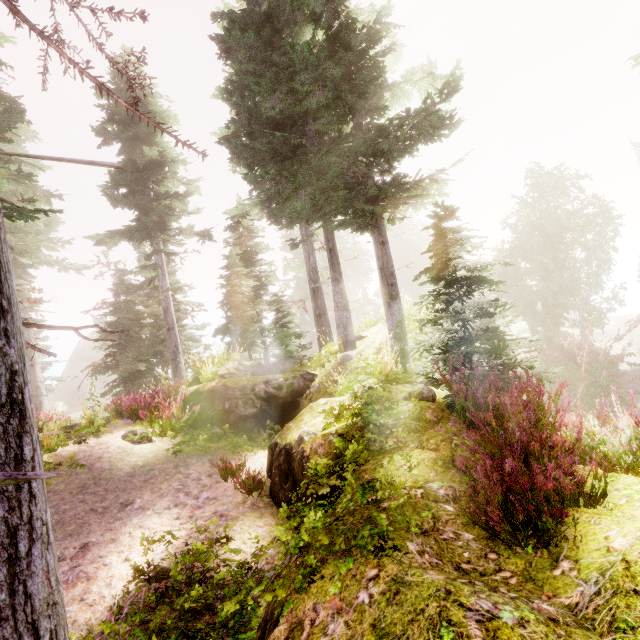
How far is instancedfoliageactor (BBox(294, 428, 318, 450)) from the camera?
5.56m

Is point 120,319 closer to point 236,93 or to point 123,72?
point 236,93

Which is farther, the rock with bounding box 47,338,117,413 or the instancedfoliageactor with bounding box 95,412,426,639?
the rock with bounding box 47,338,117,413

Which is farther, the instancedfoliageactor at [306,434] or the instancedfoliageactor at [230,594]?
the instancedfoliageactor at [306,434]

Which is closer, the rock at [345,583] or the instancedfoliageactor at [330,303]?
the rock at [345,583]

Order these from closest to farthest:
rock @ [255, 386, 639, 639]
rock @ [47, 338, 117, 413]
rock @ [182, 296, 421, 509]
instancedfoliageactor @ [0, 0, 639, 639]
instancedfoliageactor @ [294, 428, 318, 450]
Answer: rock @ [255, 386, 639, 639]
instancedfoliageactor @ [0, 0, 639, 639]
rock @ [182, 296, 421, 509]
instancedfoliageactor @ [294, 428, 318, 450]
rock @ [47, 338, 117, 413]

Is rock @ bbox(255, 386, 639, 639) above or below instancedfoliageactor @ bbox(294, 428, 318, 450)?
above

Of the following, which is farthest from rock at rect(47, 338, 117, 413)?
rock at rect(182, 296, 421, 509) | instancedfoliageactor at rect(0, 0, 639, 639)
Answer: rock at rect(182, 296, 421, 509)
